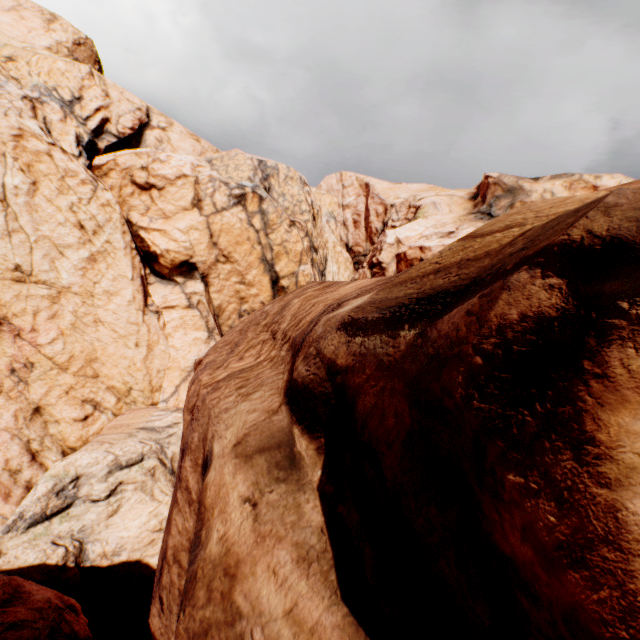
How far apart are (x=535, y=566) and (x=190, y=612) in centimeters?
320cm
